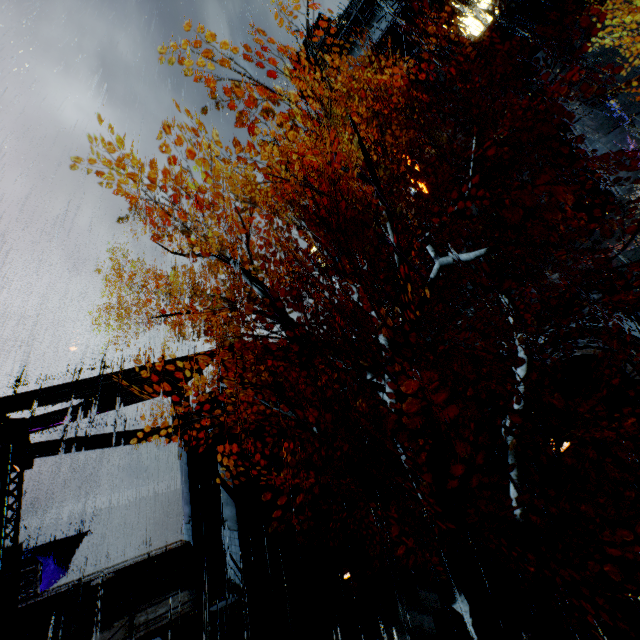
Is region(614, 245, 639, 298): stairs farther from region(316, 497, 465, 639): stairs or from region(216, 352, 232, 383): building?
region(316, 497, 465, 639): stairs

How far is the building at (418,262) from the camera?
29.0m

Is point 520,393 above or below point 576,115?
below

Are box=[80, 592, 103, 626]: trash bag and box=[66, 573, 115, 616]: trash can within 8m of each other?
yes

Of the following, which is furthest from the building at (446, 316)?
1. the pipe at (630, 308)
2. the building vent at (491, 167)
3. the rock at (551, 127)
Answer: the rock at (551, 127)

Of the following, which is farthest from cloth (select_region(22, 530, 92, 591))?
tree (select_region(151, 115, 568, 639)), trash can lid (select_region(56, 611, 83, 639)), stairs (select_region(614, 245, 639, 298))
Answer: stairs (select_region(614, 245, 639, 298))

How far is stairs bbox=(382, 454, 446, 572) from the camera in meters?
10.8

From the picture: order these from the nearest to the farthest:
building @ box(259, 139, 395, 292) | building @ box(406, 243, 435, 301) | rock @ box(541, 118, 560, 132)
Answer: building @ box(406, 243, 435, 301) < rock @ box(541, 118, 560, 132) < building @ box(259, 139, 395, 292)
